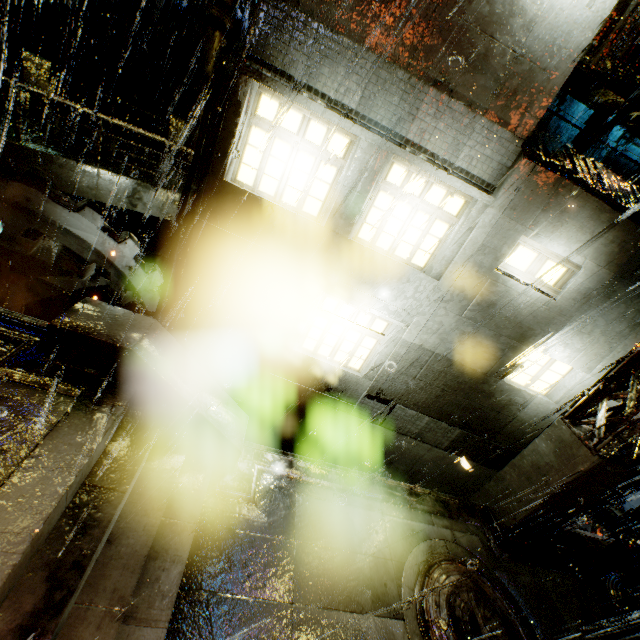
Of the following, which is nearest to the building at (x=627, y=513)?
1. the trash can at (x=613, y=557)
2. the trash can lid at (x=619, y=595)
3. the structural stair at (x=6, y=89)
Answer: the structural stair at (x=6, y=89)

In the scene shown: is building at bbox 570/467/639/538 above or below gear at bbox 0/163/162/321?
below

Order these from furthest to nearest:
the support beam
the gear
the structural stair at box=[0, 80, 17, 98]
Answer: the structural stair at box=[0, 80, 17, 98]
the gear
the support beam

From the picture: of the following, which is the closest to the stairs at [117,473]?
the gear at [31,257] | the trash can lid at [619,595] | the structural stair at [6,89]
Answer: the gear at [31,257]

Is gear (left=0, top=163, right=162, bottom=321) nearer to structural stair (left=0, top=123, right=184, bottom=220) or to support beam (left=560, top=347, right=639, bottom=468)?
structural stair (left=0, top=123, right=184, bottom=220)

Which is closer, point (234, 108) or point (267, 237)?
point (234, 108)

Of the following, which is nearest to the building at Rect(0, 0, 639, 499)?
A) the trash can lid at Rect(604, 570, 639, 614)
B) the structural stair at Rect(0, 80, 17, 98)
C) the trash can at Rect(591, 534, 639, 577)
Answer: the structural stair at Rect(0, 80, 17, 98)

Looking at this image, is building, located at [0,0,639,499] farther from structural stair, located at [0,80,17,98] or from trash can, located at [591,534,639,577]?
trash can, located at [591,534,639,577]
